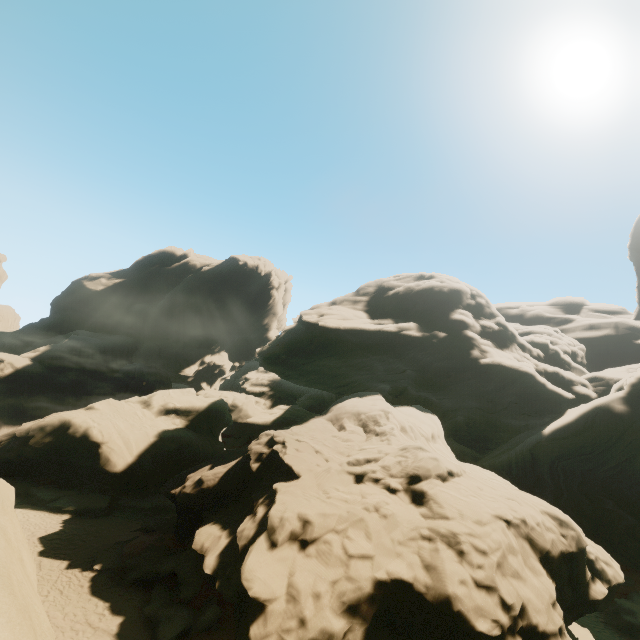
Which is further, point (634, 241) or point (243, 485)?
point (634, 241)

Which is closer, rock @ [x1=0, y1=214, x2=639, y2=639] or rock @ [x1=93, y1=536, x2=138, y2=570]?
rock @ [x1=0, y1=214, x2=639, y2=639]

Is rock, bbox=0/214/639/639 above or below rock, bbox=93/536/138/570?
above

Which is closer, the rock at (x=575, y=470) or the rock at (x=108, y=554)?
the rock at (x=575, y=470)

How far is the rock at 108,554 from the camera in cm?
1505

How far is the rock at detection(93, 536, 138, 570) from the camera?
15.0m
